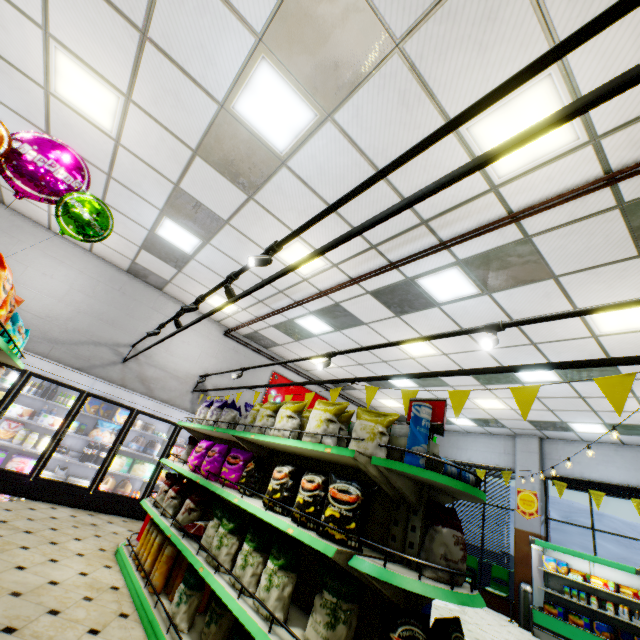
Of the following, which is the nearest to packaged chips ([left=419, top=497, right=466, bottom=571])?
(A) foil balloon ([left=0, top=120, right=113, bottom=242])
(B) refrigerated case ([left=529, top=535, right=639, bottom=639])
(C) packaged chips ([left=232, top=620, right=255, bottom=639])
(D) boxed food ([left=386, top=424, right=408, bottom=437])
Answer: (D) boxed food ([left=386, top=424, right=408, bottom=437])

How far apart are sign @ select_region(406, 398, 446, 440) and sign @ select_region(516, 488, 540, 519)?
9.7m

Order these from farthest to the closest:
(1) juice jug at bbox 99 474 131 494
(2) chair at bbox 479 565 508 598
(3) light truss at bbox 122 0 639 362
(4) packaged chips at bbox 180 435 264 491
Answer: (2) chair at bbox 479 565 508 598, (1) juice jug at bbox 99 474 131 494, (4) packaged chips at bbox 180 435 264 491, (3) light truss at bbox 122 0 639 362

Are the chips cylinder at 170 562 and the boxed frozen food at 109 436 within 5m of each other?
yes

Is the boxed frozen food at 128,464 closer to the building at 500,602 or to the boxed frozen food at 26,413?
the building at 500,602

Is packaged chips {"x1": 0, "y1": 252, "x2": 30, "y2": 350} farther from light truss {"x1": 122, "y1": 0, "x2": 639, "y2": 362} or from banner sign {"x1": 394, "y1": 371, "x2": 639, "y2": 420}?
banner sign {"x1": 394, "y1": 371, "x2": 639, "y2": 420}

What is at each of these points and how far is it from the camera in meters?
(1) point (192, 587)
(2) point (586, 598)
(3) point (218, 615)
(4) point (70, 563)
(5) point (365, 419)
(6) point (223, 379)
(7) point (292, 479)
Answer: (1) packaged chips, 3.1 m
(2) broth carton, 7.7 m
(3) packaged chips, 2.9 m
(4) building, 3.9 m
(5) packaged chips, 2.8 m
(6) building, 9.4 m
(7) packaged chips, 2.8 m

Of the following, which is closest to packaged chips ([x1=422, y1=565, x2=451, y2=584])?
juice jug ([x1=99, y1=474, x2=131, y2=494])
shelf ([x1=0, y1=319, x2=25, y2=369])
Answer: → shelf ([x1=0, y1=319, x2=25, y2=369])
